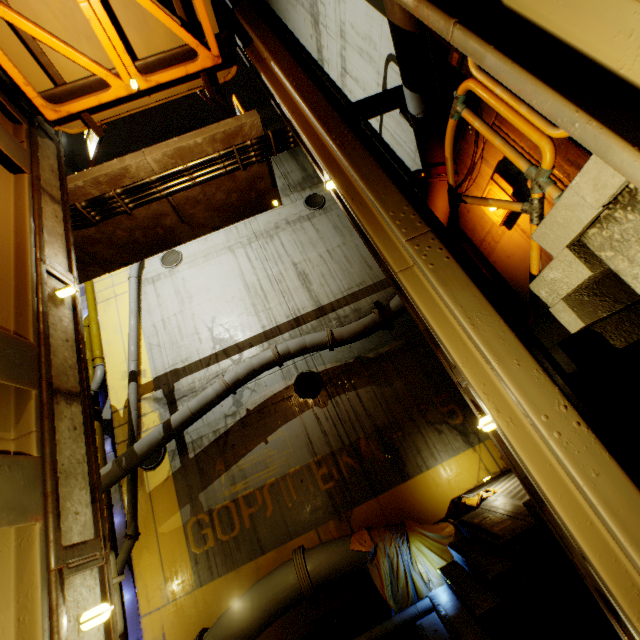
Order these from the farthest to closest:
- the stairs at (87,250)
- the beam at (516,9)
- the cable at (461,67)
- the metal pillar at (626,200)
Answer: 1. the stairs at (87,250)
2. the cable at (461,67)
3. the metal pillar at (626,200)
4. the beam at (516,9)

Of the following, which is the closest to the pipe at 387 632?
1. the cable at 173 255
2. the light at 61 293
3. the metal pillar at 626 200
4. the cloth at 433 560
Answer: the cloth at 433 560

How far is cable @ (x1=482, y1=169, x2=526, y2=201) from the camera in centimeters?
463cm

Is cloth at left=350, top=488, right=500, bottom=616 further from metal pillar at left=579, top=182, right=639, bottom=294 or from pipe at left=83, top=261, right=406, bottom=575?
metal pillar at left=579, top=182, right=639, bottom=294

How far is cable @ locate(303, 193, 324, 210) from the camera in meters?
12.0 m

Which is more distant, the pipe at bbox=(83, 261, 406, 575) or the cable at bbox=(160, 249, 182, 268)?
the cable at bbox=(160, 249, 182, 268)

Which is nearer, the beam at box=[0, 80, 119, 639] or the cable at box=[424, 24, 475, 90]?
the beam at box=[0, 80, 119, 639]

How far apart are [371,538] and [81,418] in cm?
596
